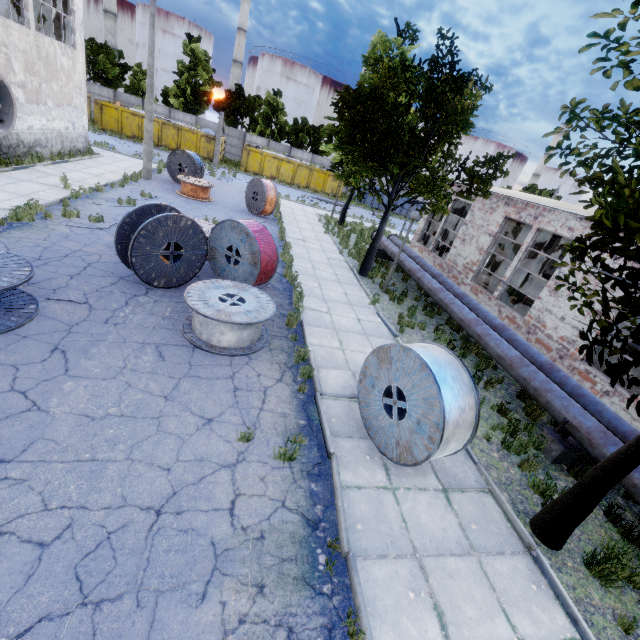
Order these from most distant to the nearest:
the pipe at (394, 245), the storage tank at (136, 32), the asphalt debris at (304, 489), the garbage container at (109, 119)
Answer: the storage tank at (136, 32) → the garbage container at (109, 119) → the pipe at (394, 245) → the asphalt debris at (304, 489)

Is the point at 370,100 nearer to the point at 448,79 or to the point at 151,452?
the point at 448,79

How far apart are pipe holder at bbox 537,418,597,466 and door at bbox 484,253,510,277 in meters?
17.7

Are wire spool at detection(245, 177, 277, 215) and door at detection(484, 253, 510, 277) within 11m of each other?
no

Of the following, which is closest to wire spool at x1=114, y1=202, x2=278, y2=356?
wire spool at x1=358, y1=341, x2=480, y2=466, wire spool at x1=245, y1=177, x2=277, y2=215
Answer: wire spool at x1=358, y1=341, x2=480, y2=466

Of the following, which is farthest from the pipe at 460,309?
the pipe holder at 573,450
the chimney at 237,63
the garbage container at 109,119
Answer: the chimney at 237,63

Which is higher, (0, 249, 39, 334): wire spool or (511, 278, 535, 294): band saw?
(511, 278, 535, 294): band saw
